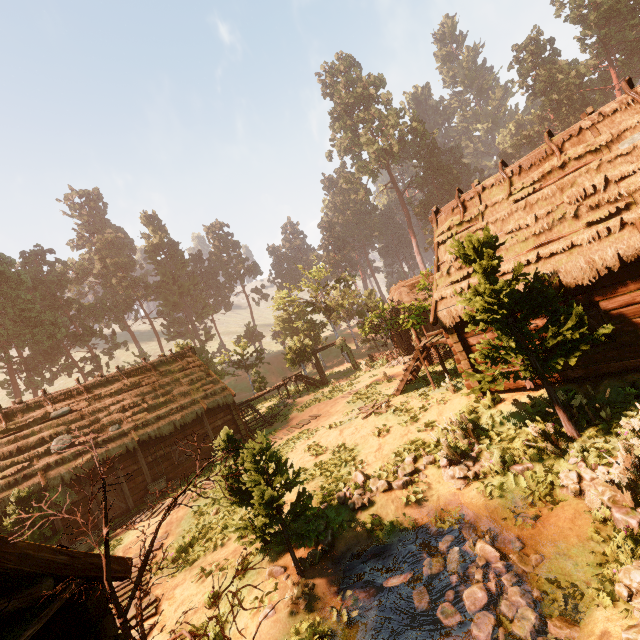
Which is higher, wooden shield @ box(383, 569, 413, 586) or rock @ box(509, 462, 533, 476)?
rock @ box(509, 462, 533, 476)

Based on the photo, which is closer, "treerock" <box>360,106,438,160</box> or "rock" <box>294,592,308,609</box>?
"rock" <box>294,592,308,609</box>

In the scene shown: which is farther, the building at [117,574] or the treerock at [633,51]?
the treerock at [633,51]

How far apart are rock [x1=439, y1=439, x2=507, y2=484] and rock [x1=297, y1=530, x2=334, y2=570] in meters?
3.5

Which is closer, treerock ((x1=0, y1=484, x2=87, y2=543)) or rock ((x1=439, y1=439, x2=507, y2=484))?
treerock ((x1=0, y1=484, x2=87, y2=543))

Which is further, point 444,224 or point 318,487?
point 444,224

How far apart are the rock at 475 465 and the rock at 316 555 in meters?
3.5

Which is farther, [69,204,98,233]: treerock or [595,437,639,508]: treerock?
[69,204,98,233]: treerock
